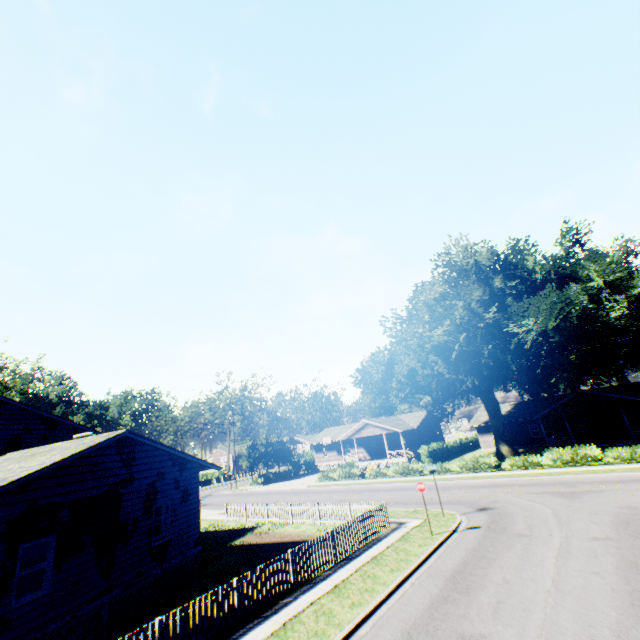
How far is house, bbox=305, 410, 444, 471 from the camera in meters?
44.2

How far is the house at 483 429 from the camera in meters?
45.8 m

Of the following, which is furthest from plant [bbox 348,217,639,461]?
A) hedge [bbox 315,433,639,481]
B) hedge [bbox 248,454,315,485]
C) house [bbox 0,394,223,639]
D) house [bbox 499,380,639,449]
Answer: hedge [bbox 248,454,315,485]

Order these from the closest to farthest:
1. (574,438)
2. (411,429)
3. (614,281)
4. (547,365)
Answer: (614,281) → (547,365) → (574,438) → (411,429)

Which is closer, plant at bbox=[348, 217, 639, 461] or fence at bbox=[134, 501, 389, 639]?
fence at bbox=[134, 501, 389, 639]

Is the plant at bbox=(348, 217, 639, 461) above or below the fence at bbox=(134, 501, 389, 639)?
above

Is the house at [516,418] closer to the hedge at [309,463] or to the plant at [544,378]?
the plant at [544,378]

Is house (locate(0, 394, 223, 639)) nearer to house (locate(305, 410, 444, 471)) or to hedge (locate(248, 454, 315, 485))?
hedge (locate(248, 454, 315, 485))
